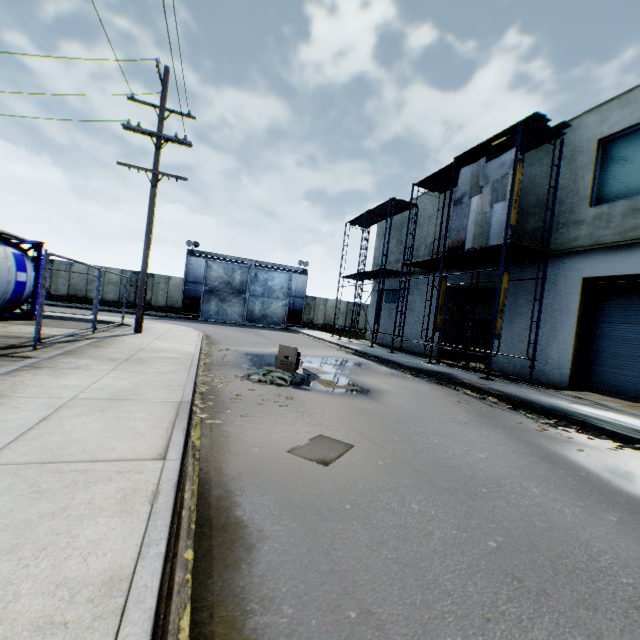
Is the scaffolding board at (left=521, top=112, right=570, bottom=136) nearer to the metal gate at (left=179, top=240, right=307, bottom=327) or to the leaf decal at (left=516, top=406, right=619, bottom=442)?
the leaf decal at (left=516, top=406, right=619, bottom=442)

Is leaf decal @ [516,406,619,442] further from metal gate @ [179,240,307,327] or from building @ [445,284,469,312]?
metal gate @ [179,240,307,327]

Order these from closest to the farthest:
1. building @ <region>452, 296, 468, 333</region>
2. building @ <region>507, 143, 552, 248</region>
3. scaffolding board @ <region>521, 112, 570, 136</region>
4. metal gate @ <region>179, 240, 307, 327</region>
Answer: scaffolding board @ <region>521, 112, 570, 136</region>, building @ <region>507, 143, 552, 248</region>, building @ <region>452, 296, 468, 333</region>, metal gate @ <region>179, 240, 307, 327</region>

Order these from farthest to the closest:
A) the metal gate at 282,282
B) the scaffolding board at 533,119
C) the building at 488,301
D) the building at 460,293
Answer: the metal gate at 282,282 < the building at 460,293 < the building at 488,301 < the scaffolding board at 533,119

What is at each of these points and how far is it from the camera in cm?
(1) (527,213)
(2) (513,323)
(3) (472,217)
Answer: (1) building, 1336
(2) building, 1359
(3) plywood, 1262

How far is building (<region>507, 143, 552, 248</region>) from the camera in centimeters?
1277cm

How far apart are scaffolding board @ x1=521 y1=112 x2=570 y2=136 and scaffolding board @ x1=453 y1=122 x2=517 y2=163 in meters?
0.1

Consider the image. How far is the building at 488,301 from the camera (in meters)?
15.16
